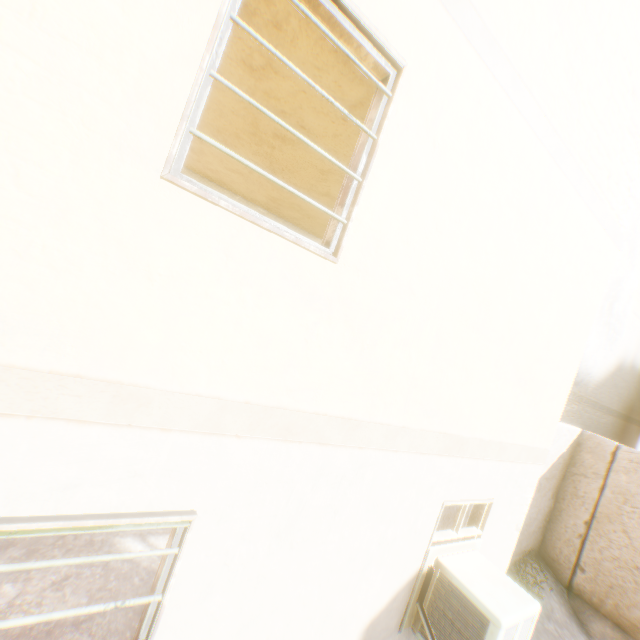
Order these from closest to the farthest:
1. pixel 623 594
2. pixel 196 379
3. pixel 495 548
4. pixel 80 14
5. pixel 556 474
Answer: pixel 80 14 < pixel 196 379 < pixel 495 548 < pixel 623 594 < pixel 556 474
